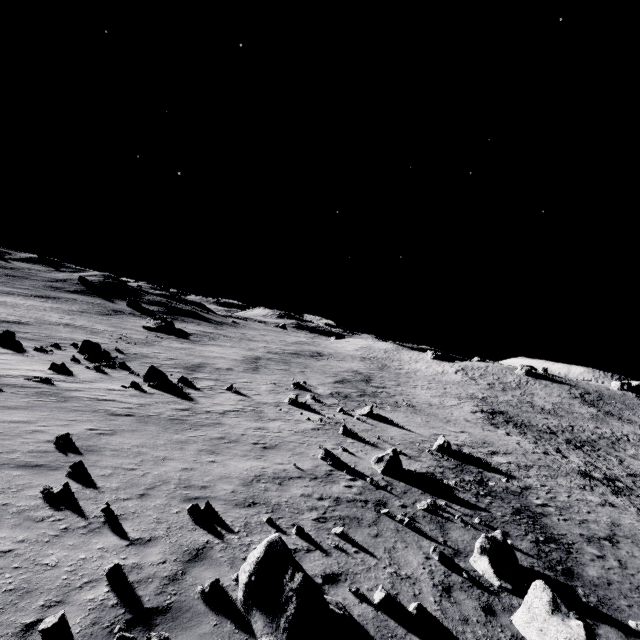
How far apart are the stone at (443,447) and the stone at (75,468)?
20.0m

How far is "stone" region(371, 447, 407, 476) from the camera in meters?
15.9

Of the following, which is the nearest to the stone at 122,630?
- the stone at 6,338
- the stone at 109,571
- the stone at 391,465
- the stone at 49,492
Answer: the stone at 109,571

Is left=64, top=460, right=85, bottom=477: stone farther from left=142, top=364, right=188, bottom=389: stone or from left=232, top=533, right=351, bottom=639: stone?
left=142, top=364, right=188, bottom=389: stone

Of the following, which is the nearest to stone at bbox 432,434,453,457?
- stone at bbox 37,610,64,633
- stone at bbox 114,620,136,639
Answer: stone at bbox 114,620,136,639

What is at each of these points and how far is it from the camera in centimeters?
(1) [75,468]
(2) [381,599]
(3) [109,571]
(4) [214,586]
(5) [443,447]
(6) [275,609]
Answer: (1) stone, 844cm
(2) stone, 676cm
(3) stone, 535cm
(4) stone, 571cm
(5) stone, 2184cm
(6) stone, 513cm

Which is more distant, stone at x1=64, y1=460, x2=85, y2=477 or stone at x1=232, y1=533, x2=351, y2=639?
stone at x1=64, y1=460, x2=85, y2=477

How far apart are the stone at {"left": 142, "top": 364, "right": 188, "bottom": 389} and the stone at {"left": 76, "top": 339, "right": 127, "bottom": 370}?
6.1m
